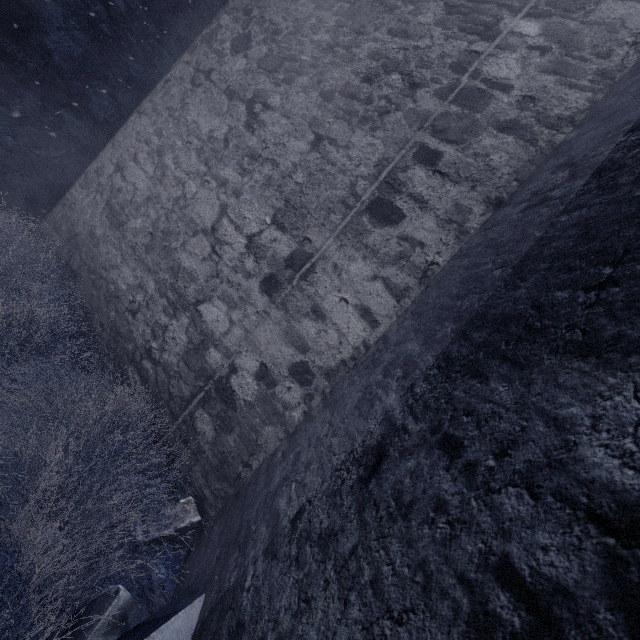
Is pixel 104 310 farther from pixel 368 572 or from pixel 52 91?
pixel 368 572

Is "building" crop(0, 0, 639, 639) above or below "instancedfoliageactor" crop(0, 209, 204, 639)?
above

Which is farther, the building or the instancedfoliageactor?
the instancedfoliageactor

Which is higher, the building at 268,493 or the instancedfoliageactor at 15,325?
the building at 268,493

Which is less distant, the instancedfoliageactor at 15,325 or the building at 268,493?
the building at 268,493
